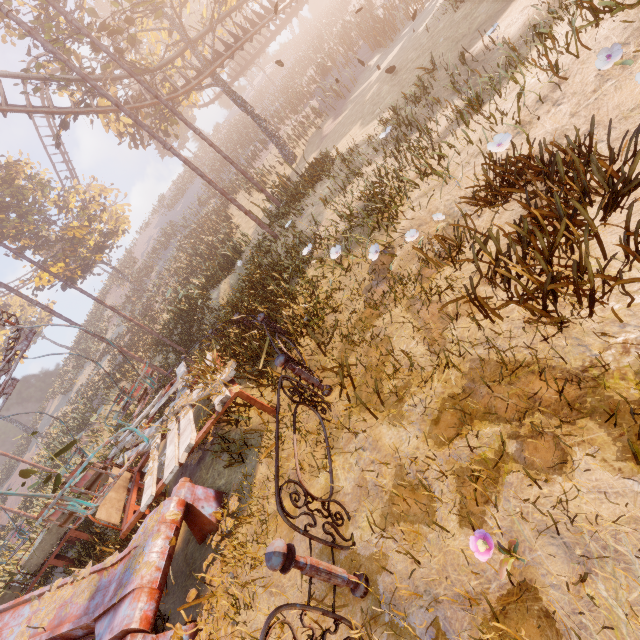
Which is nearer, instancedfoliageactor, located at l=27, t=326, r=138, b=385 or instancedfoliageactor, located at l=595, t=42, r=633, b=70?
instancedfoliageactor, located at l=595, t=42, r=633, b=70

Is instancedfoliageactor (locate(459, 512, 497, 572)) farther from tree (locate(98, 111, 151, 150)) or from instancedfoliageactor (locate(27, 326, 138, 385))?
instancedfoliageactor (locate(27, 326, 138, 385))

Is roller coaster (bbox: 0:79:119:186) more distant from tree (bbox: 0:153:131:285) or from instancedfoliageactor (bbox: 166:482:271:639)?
instancedfoliageactor (bbox: 166:482:271:639)

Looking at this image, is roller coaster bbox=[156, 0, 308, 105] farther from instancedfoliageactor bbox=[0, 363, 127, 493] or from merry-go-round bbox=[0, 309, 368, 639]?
merry-go-round bbox=[0, 309, 368, 639]

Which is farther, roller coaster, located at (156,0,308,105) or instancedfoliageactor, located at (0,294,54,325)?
instancedfoliageactor, located at (0,294,54,325)

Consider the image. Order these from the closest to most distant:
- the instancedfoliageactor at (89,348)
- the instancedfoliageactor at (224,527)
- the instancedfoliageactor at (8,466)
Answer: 1. the instancedfoliageactor at (224,527)
2. the instancedfoliageactor at (89,348)
3. the instancedfoliageactor at (8,466)

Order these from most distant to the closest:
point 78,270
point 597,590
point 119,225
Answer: point 119,225
point 78,270
point 597,590

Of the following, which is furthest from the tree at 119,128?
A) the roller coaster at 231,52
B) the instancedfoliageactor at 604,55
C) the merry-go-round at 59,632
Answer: the instancedfoliageactor at 604,55
